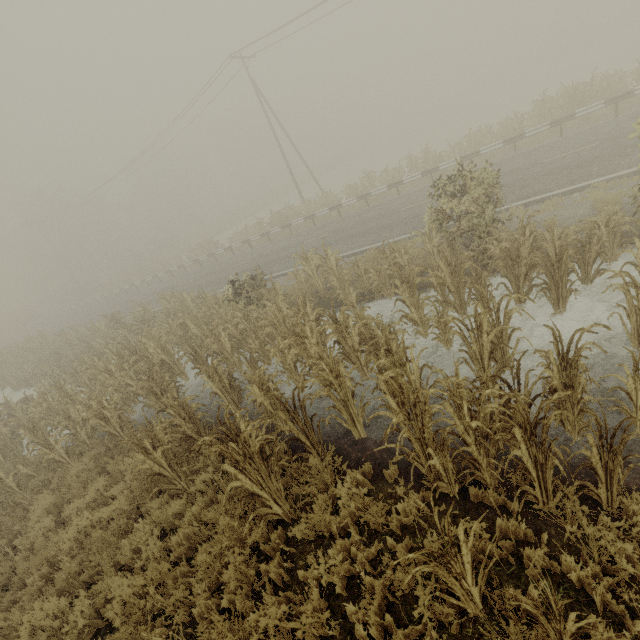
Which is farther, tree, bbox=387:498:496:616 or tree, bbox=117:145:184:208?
tree, bbox=117:145:184:208

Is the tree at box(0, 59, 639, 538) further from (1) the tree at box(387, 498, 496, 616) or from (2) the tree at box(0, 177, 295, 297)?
(1) the tree at box(387, 498, 496, 616)

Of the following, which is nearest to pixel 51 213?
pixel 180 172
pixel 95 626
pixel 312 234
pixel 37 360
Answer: pixel 180 172

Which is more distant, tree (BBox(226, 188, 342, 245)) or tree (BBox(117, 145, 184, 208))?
tree (BBox(117, 145, 184, 208))

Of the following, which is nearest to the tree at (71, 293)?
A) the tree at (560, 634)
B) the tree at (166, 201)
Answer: the tree at (560, 634)

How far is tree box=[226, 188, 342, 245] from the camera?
22.45m

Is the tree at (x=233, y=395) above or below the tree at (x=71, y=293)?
below
